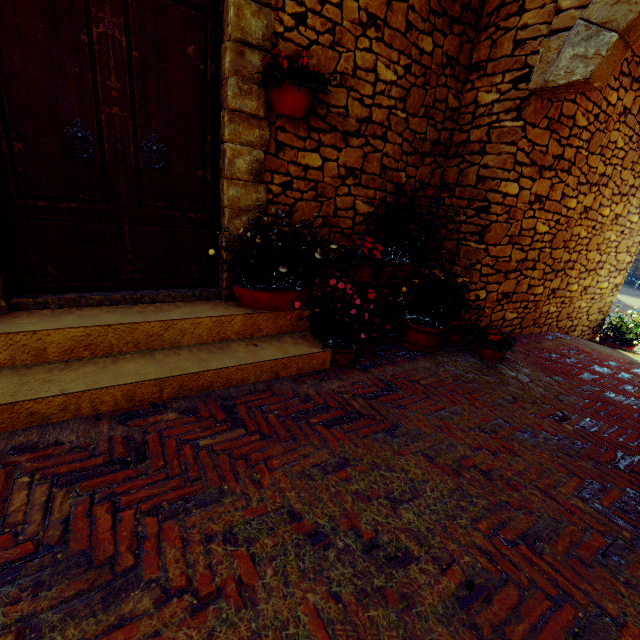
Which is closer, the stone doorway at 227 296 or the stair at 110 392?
the stair at 110 392

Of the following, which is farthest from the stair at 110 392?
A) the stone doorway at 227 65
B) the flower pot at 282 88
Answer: the flower pot at 282 88

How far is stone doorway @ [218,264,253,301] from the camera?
3.0m

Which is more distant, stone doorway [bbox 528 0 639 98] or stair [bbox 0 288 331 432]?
stone doorway [bbox 528 0 639 98]

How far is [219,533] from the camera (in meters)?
1.46

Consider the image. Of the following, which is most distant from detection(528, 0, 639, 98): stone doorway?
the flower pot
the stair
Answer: the stair

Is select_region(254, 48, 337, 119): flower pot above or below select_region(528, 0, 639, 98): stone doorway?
below

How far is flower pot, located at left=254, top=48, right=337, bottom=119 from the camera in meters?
2.4
